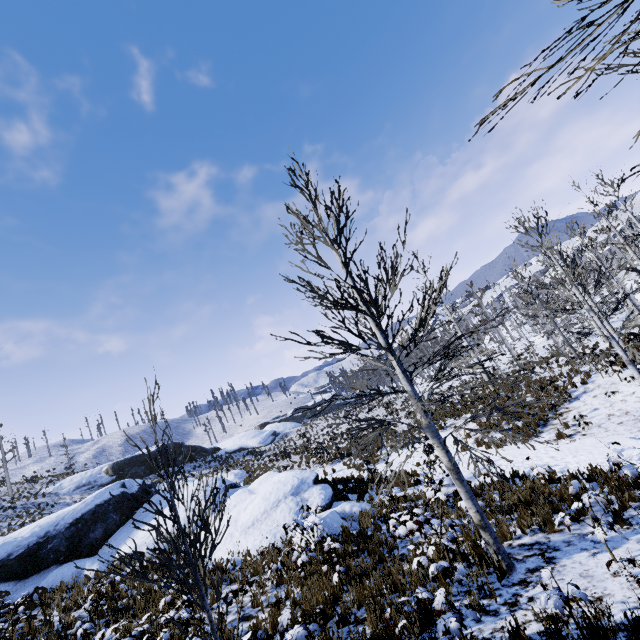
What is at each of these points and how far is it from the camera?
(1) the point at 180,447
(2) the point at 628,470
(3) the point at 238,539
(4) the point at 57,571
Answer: (1) rock, 38.41m
(2) instancedfoliageactor, 5.11m
(3) rock, 11.66m
(4) rock, 13.26m

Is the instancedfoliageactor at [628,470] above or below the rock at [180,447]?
below

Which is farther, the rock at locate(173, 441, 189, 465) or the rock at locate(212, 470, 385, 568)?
the rock at locate(173, 441, 189, 465)

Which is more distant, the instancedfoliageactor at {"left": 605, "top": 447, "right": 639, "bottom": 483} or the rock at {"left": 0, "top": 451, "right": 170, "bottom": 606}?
the rock at {"left": 0, "top": 451, "right": 170, "bottom": 606}

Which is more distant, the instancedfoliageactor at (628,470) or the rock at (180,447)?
the rock at (180,447)

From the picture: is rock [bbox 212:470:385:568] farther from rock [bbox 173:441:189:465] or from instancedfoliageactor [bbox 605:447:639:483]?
instancedfoliageactor [bbox 605:447:639:483]

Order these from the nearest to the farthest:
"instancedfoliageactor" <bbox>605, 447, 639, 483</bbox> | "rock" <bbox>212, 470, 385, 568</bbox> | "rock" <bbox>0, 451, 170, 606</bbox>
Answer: "instancedfoliageactor" <bbox>605, 447, 639, 483</bbox>, "rock" <bbox>212, 470, 385, 568</bbox>, "rock" <bbox>0, 451, 170, 606</bbox>
